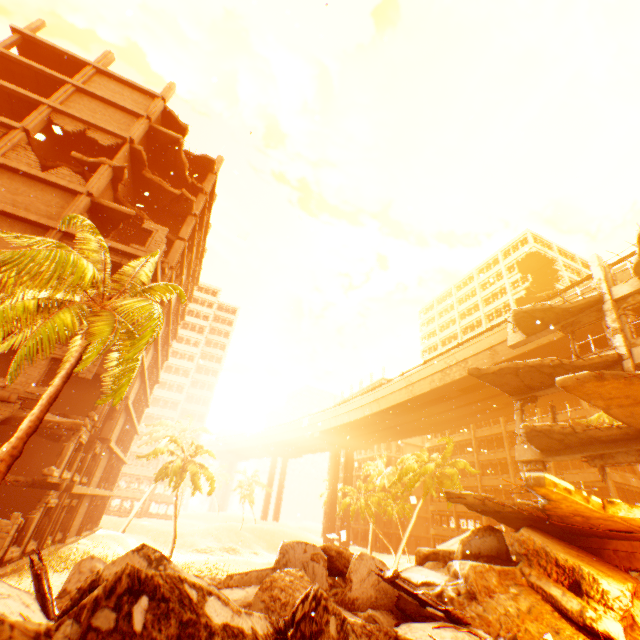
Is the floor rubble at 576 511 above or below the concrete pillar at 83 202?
below

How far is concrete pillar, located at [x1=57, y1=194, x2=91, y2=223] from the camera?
18.77m

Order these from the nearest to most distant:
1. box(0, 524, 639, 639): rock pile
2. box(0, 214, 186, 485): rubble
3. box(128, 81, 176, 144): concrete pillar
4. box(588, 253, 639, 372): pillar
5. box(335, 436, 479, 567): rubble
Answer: box(0, 524, 639, 639): rock pile
box(0, 214, 186, 485): rubble
box(588, 253, 639, 372): pillar
box(128, 81, 176, 144): concrete pillar
box(335, 436, 479, 567): rubble

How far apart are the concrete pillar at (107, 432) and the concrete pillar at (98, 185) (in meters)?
14.36

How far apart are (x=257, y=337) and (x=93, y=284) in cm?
3108

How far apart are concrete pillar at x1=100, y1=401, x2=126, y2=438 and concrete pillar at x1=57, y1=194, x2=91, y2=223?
12.66m

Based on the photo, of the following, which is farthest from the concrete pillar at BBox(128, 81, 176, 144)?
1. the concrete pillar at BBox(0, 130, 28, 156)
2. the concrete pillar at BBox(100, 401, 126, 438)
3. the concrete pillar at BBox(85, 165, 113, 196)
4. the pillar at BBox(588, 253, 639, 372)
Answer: the pillar at BBox(588, 253, 639, 372)

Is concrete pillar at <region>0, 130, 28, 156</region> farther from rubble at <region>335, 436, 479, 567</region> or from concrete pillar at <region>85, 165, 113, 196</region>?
rubble at <region>335, 436, 479, 567</region>
